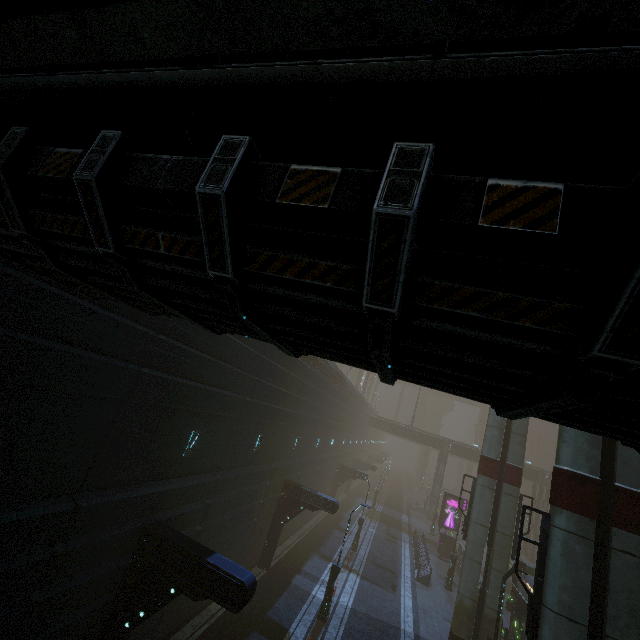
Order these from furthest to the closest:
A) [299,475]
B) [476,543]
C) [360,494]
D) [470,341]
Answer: [360,494], [299,475], [476,543], [470,341]

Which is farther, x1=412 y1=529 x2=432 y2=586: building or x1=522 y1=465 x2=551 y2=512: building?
x1=522 y1=465 x2=551 y2=512: building

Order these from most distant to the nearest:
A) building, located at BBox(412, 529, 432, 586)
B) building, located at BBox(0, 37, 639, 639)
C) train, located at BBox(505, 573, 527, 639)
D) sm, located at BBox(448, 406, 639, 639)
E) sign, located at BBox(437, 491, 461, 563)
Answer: sign, located at BBox(437, 491, 461, 563)
building, located at BBox(412, 529, 432, 586)
train, located at BBox(505, 573, 527, 639)
sm, located at BBox(448, 406, 639, 639)
building, located at BBox(0, 37, 639, 639)

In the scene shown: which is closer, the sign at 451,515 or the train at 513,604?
the train at 513,604

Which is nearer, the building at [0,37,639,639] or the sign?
the building at [0,37,639,639]

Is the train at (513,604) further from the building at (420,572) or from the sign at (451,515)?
the sign at (451,515)

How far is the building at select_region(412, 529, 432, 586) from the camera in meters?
24.5 m

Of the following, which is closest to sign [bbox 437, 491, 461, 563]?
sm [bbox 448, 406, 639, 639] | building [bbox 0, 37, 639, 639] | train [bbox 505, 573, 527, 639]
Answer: building [bbox 0, 37, 639, 639]
